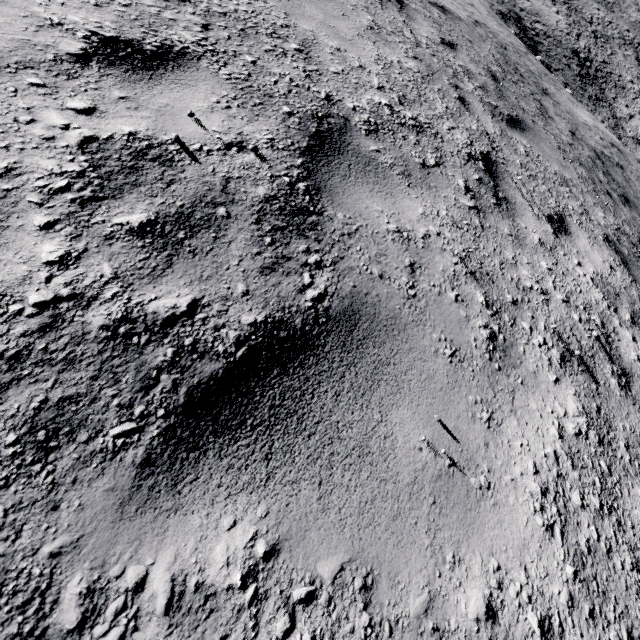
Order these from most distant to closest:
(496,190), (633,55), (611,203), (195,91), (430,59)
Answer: (633,55)
(611,203)
(430,59)
(496,190)
(195,91)
